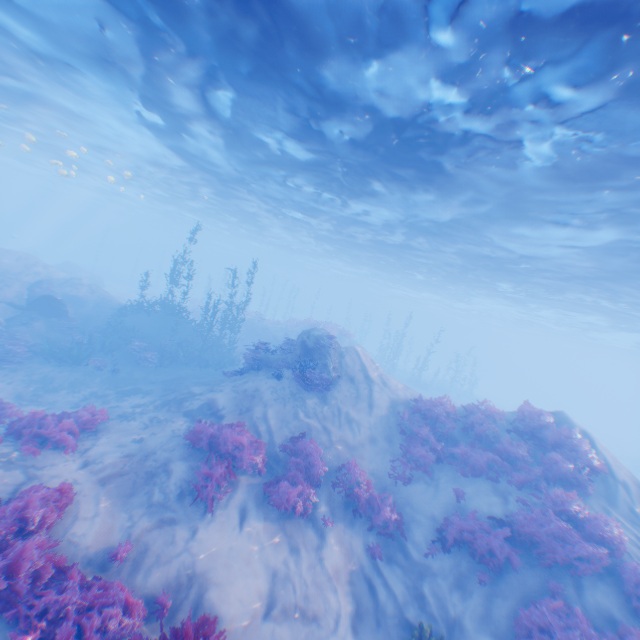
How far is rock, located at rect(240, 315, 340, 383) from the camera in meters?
14.7 m

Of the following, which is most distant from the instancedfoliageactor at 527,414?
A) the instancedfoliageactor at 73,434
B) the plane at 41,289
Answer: the plane at 41,289

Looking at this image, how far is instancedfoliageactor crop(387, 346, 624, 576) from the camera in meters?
8.6 m

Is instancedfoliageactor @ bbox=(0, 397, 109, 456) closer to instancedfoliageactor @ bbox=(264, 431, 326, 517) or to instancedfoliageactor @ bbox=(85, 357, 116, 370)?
instancedfoliageactor @ bbox=(264, 431, 326, 517)

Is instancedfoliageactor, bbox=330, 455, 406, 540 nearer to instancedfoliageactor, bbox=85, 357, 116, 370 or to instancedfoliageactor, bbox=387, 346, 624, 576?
instancedfoliageactor, bbox=387, 346, 624, 576

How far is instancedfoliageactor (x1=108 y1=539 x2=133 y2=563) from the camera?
6.64m

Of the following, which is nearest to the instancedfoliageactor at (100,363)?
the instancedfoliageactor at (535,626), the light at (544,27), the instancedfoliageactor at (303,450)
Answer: the light at (544,27)

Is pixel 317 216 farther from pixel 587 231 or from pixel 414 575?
pixel 414 575
